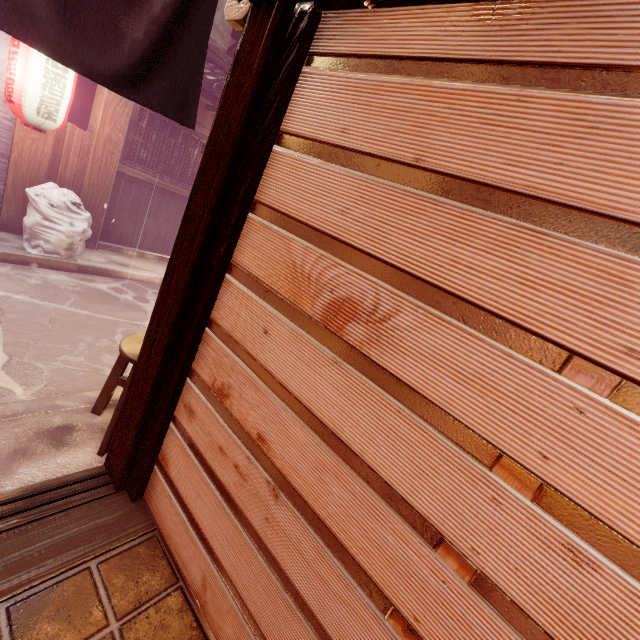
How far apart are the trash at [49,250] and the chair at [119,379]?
6.4 meters

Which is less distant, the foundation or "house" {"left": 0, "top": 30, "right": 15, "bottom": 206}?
"house" {"left": 0, "top": 30, "right": 15, "bottom": 206}

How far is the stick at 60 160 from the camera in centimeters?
890cm

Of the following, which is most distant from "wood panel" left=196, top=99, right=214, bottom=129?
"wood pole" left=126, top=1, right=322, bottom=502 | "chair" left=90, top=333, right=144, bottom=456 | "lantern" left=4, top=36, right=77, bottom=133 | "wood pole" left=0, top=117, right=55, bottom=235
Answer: "wood pole" left=126, top=1, right=322, bottom=502

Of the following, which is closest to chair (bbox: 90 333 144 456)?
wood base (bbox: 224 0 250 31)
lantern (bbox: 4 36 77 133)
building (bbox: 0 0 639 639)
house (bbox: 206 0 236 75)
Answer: building (bbox: 0 0 639 639)

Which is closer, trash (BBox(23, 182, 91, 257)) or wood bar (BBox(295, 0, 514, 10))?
wood bar (BBox(295, 0, 514, 10))

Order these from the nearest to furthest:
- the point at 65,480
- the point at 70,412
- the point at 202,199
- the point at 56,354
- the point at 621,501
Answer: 1. the point at 621,501
2. the point at 202,199
3. the point at 65,480
4. the point at 70,412
5. the point at 56,354

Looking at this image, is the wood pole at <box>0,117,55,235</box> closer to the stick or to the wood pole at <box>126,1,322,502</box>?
the stick
